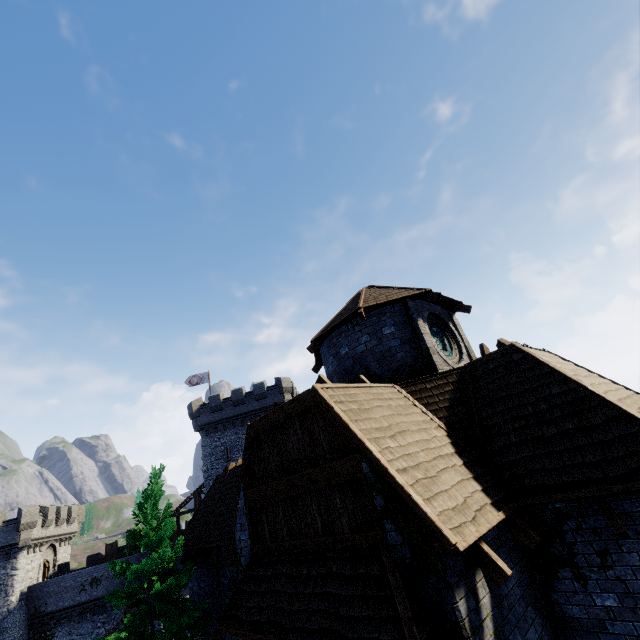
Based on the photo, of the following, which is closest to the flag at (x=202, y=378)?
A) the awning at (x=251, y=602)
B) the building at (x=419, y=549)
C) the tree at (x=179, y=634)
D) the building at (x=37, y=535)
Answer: the building at (x=37, y=535)

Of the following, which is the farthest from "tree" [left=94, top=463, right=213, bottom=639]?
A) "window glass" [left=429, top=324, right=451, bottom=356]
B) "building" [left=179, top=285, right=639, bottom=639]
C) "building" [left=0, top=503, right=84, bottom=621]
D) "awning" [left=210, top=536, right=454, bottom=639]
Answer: "building" [left=0, top=503, right=84, bottom=621]

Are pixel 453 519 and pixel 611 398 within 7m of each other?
yes

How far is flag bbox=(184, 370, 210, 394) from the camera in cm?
3851

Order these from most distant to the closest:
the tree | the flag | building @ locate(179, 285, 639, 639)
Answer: → the flag < the tree < building @ locate(179, 285, 639, 639)

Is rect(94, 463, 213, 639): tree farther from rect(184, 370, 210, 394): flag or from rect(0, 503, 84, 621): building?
rect(0, 503, 84, 621): building

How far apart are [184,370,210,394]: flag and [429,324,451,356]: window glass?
32.3m

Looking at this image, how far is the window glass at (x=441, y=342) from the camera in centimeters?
1119cm
